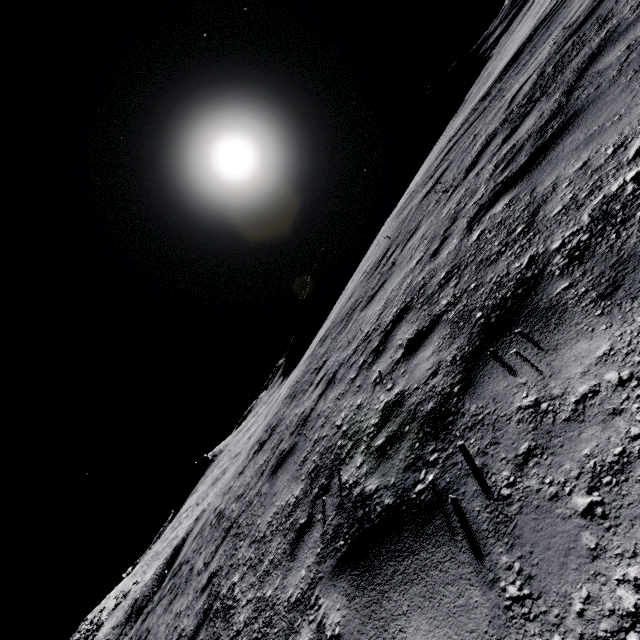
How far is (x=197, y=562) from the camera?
8.1 meters
